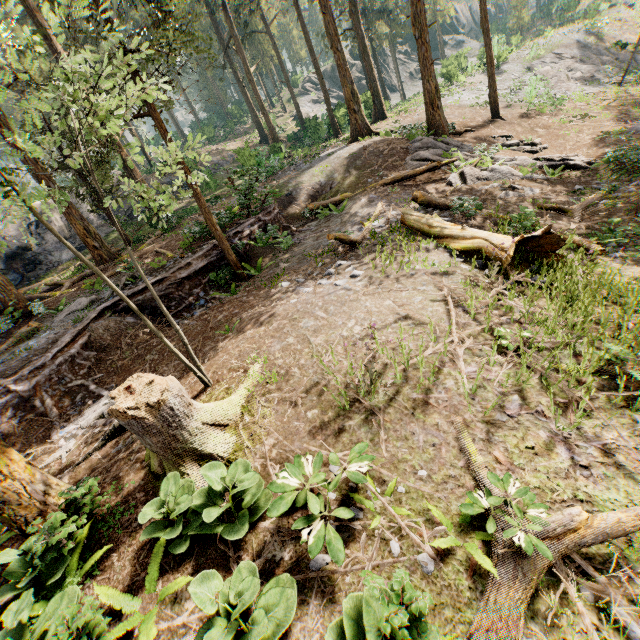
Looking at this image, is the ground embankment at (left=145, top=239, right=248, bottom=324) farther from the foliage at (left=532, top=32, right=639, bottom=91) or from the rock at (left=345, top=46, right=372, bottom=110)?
the rock at (left=345, top=46, right=372, bottom=110)

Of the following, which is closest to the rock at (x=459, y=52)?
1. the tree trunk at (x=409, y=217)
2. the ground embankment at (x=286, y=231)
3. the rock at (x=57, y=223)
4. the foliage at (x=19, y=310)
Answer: the foliage at (x=19, y=310)

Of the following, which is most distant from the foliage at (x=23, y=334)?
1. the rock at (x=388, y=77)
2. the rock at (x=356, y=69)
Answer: the rock at (x=388, y=77)

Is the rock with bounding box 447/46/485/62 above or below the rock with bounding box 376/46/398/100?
below

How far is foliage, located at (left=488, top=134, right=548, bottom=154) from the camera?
→ 18.0 meters

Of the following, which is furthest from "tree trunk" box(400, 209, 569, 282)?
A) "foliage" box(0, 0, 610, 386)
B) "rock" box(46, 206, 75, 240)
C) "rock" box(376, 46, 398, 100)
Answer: "rock" box(376, 46, 398, 100)

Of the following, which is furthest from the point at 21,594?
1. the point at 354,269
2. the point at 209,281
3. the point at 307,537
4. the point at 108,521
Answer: the point at 209,281

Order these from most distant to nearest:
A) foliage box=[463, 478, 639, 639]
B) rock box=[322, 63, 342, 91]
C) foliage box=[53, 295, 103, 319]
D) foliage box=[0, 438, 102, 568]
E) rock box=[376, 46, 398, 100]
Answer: rock box=[376, 46, 398, 100]
rock box=[322, 63, 342, 91]
foliage box=[53, 295, 103, 319]
foliage box=[0, 438, 102, 568]
foliage box=[463, 478, 639, 639]
